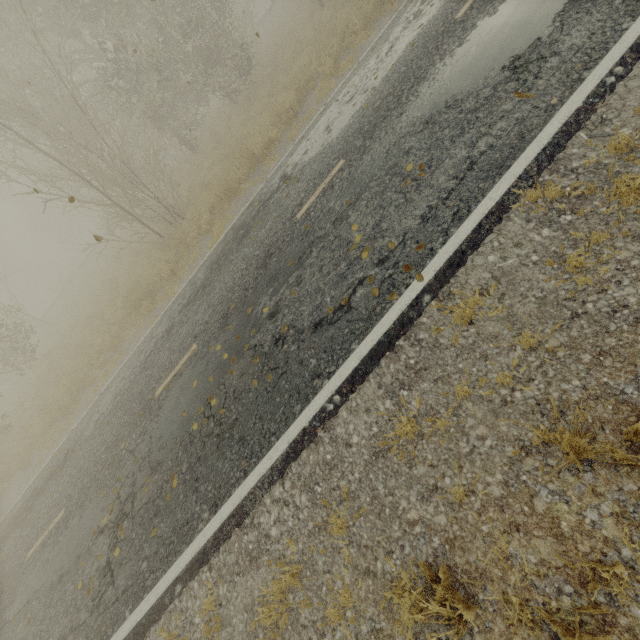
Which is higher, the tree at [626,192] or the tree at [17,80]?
the tree at [17,80]

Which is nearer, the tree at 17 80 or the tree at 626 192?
the tree at 626 192

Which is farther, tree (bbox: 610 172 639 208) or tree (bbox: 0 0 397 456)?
tree (bbox: 0 0 397 456)

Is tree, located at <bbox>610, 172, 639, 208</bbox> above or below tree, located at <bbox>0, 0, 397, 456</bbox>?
below

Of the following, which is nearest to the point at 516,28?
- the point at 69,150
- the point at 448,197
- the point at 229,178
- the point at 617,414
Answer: the point at 448,197
